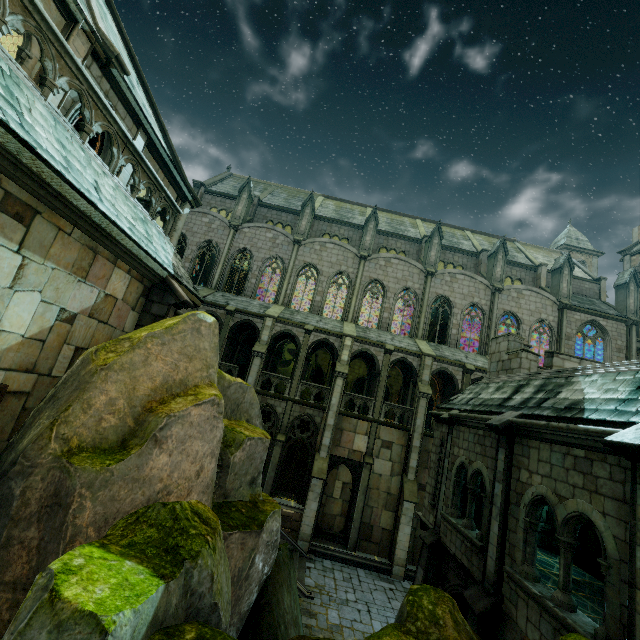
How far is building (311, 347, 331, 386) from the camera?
26.6 meters

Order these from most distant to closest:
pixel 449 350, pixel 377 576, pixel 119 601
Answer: pixel 449 350
pixel 377 576
pixel 119 601

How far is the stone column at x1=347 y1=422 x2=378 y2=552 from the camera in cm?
2041

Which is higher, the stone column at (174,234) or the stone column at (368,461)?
the stone column at (174,234)

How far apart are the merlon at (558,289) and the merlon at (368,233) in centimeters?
1658cm

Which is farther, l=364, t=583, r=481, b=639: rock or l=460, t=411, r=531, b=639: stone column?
l=460, t=411, r=531, b=639: stone column

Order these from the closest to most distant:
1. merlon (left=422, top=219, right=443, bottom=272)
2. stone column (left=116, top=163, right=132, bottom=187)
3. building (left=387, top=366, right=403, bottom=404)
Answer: stone column (left=116, top=163, right=132, bottom=187) → building (left=387, top=366, right=403, bottom=404) → merlon (left=422, top=219, right=443, bottom=272)

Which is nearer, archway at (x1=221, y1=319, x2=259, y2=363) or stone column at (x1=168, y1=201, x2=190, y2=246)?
stone column at (x1=168, y1=201, x2=190, y2=246)
